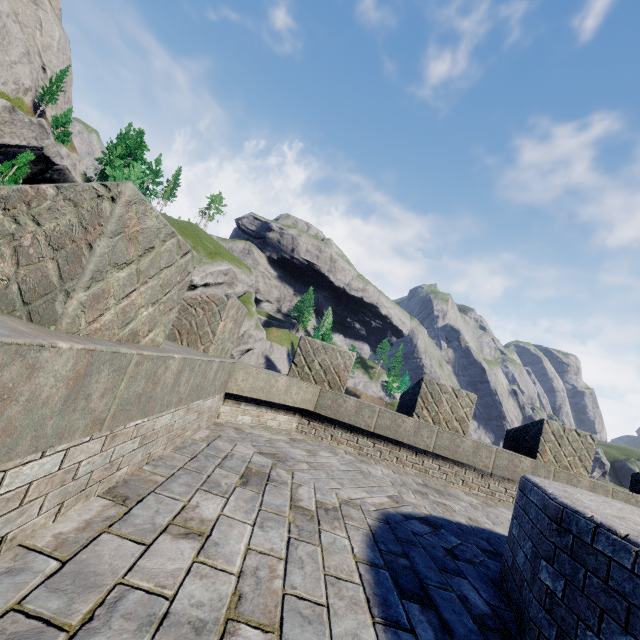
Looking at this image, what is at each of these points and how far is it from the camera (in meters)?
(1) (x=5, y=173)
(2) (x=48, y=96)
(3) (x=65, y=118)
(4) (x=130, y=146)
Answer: (1) tree, 9.55
(2) instancedfoliageactor, 49.31
(3) instancedfoliageactor, 44.75
(4) instancedfoliageactor, 45.59

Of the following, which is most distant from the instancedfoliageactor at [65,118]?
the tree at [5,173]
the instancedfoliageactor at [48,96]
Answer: the tree at [5,173]

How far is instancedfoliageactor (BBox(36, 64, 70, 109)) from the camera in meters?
48.8

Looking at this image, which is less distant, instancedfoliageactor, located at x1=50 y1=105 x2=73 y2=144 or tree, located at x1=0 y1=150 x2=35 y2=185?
tree, located at x1=0 y1=150 x2=35 y2=185

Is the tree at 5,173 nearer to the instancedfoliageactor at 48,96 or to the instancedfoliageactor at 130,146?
the instancedfoliageactor at 130,146

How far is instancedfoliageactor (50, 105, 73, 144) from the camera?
43.6 meters

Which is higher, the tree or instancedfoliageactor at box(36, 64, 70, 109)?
instancedfoliageactor at box(36, 64, 70, 109)
